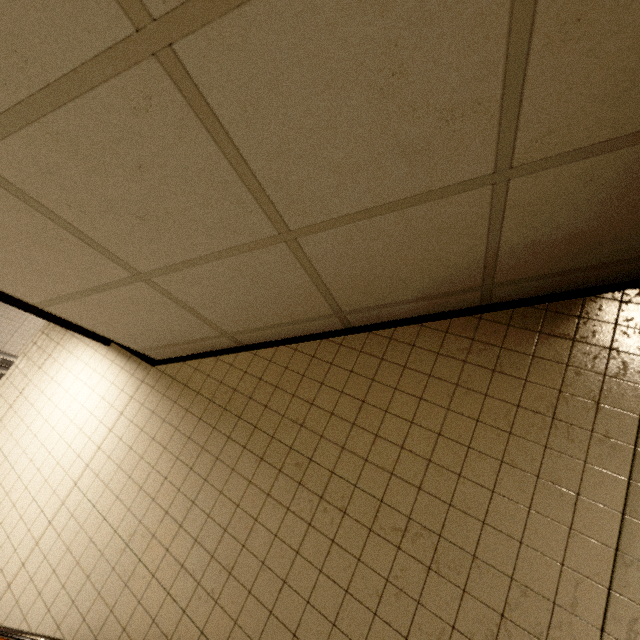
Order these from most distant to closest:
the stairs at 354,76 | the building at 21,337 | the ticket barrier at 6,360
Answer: the building at 21,337
the ticket barrier at 6,360
the stairs at 354,76

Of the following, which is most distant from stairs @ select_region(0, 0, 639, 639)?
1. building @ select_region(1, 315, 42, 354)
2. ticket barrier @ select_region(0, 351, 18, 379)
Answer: building @ select_region(1, 315, 42, 354)

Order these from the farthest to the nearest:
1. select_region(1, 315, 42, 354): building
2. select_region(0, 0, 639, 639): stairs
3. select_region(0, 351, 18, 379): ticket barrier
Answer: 1. select_region(1, 315, 42, 354): building
2. select_region(0, 351, 18, 379): ticket barrier
3. select_region(0, 0, 639, 639): stairs

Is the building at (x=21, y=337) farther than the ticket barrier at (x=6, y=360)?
Yes

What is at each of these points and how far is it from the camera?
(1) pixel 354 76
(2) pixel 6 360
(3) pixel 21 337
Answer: (1) stairs, 0.87m
(2) ticket barrier, 8.28m
(3) building, 10.21m

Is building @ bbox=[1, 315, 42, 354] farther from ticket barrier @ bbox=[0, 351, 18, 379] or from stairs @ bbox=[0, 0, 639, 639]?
stairs @ bbox=[0, 0, 639, 639]
